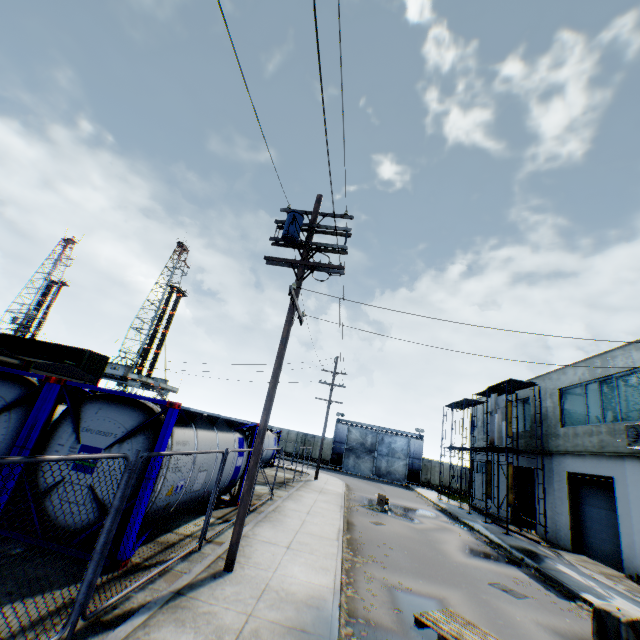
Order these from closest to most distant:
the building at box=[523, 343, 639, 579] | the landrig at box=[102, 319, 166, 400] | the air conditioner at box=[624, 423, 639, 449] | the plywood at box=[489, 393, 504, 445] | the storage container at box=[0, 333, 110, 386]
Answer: the air conditioner at box=[624, 423, 639, 449], the building at box=[523, 343, 639, 579], the plywood at box=[489, 393, 504, 445], the storage container at box=[0, 333, 110, 386], the landrig at box=[102, 319, 166, 400]

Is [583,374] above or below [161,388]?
above

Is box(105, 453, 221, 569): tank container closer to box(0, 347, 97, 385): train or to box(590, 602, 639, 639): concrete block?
box(0, 347, 97, 385): train

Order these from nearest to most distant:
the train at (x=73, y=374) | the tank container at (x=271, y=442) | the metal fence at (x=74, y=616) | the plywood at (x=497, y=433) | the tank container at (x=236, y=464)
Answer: the metal fence at (x=74, y=616) < the tank container at (x=236, y=464) < the train at (x=73, y=374) < the plywood at (x=497, y=433) < the tank container at (x=271, y=442)

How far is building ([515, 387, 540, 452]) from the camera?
22.2 meters

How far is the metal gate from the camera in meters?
40.7

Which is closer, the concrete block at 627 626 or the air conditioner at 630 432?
the concrete block at 627 626

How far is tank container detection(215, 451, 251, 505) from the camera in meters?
10.6
